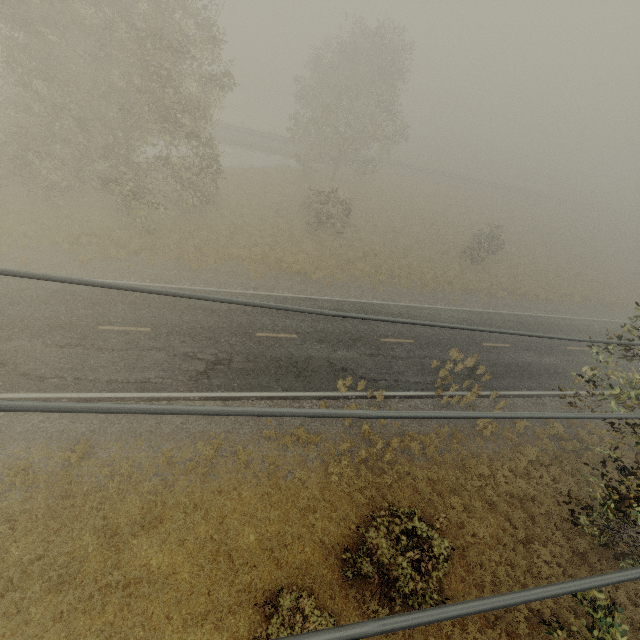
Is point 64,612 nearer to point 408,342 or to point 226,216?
point 408,342
